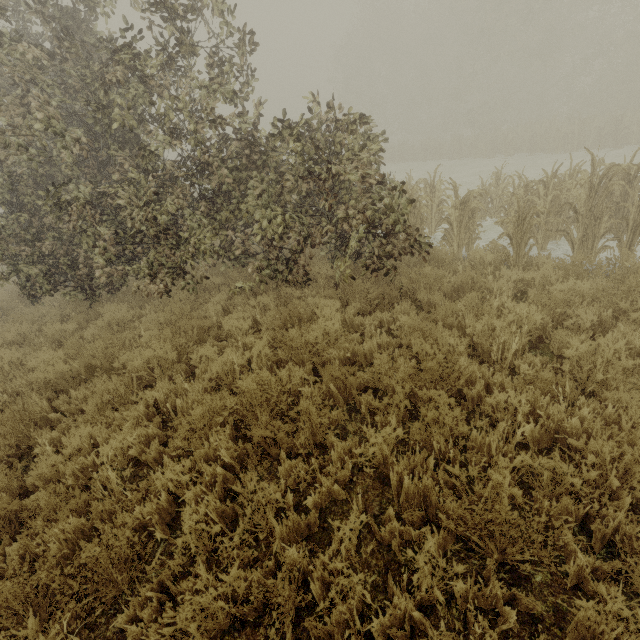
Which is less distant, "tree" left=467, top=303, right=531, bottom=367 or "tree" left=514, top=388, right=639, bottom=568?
"tree" left=514, top=388, right=639, bottom=568

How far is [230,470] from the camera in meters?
3.5

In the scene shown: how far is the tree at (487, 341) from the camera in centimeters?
402cm

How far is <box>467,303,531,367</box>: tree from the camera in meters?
4.0 m

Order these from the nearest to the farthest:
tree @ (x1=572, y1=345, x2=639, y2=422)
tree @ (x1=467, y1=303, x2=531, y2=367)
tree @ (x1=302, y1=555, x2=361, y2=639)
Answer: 1. tree @ (x1=302, y1=555, x2=361, y2=639)
2. tree @ (x1=572, y1=345, x2=639, y2=422)
3. tree @ (x1=467, y1=303, x2=531, y2=367)
